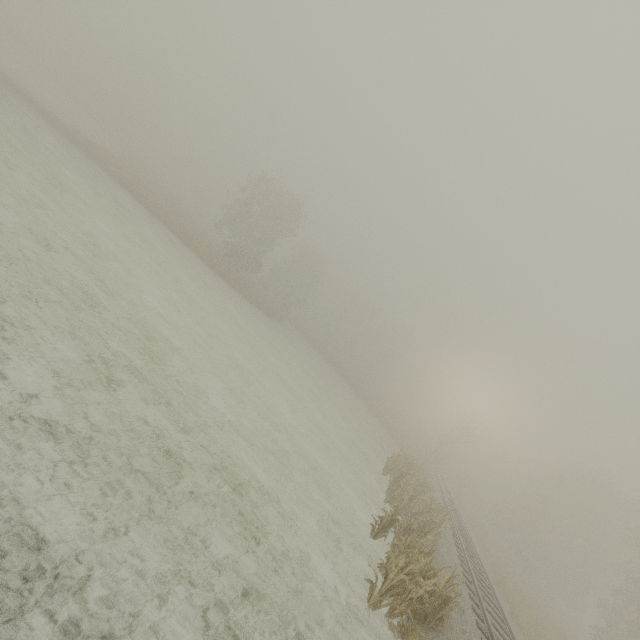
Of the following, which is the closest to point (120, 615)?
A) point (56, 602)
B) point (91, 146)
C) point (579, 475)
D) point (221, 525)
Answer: point (56, 602)
